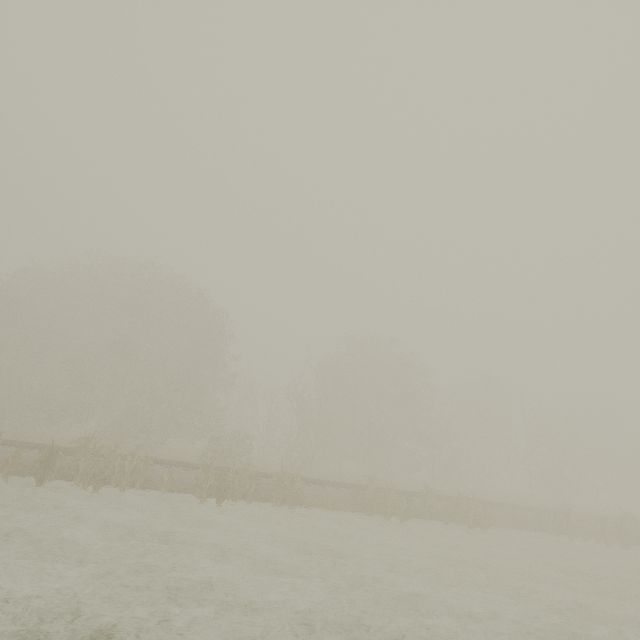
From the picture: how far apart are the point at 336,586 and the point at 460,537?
10.9 meters
